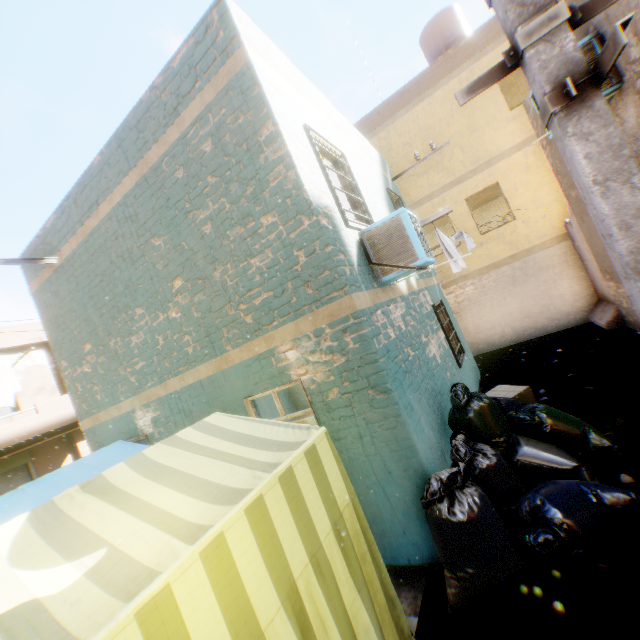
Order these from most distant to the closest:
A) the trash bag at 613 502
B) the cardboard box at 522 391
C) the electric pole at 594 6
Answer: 1. the cardboard box at 522 391
2. the trash bag at 613 502
3. the electric pole at 594 6

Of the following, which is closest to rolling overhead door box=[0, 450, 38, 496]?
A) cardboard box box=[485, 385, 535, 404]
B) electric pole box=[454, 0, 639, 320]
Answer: electric pole box=[454, 0, 639, 320]

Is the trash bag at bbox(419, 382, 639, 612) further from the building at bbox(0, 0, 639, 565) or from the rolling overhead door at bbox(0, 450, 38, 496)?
the rolling overhead door at bbox(0, 450, 38, 496)

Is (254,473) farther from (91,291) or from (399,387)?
(91,291)

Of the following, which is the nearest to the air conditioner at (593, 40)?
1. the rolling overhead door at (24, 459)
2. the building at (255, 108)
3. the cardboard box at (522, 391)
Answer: the building at (255, 108)

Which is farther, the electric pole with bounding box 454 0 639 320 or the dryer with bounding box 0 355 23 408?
the dryer with bounding box 0 355 23 408

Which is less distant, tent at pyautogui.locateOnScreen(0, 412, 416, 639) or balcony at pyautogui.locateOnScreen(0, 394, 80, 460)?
tent at pyautogui.locateOnScreen(0, 412, 416, 639)

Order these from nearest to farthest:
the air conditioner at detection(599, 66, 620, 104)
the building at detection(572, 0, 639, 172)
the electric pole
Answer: the electric pole → the building at detection(572, 0, 639, 172) → the air conditioner at detection(599, 66, 620, 104)
